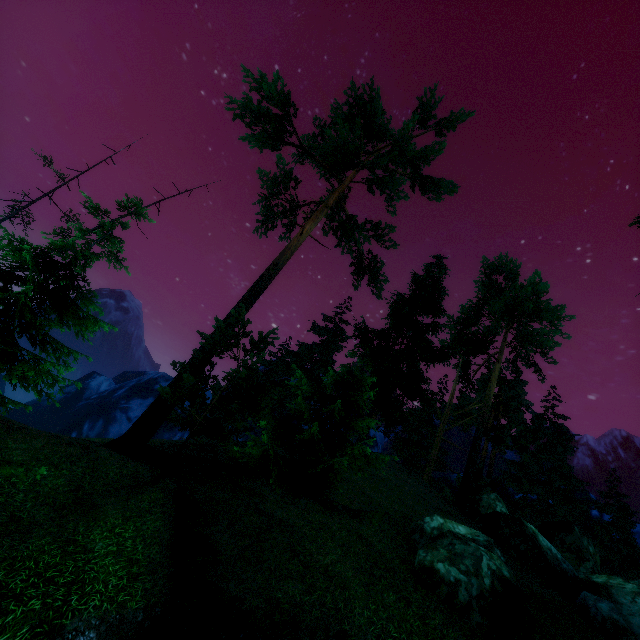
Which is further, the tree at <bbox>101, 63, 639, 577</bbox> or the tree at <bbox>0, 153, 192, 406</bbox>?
the tree at <bbox>101, 63, 639, 577</bbox>

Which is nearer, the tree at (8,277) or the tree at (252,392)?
the tree at (8,277)

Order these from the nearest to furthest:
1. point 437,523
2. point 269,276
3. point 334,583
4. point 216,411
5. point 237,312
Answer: point 334,583
point 437,523
point 237,312
point 269,276
point 216,411
